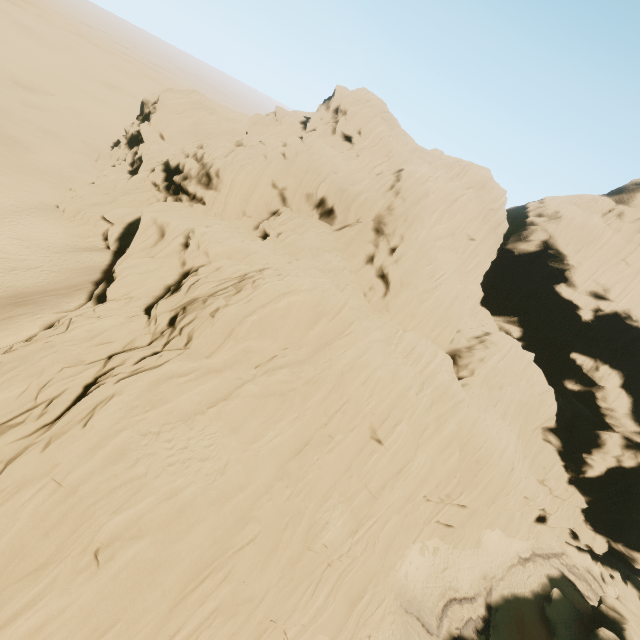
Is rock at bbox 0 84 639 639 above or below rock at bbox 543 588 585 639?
above

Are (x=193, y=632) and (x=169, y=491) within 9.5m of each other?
yes

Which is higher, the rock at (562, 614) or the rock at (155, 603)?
the rock at (155, 603)

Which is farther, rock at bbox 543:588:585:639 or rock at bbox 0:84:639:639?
rock at bbox 543:588:585:639

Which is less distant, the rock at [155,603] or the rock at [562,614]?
the rock at [155,603]
